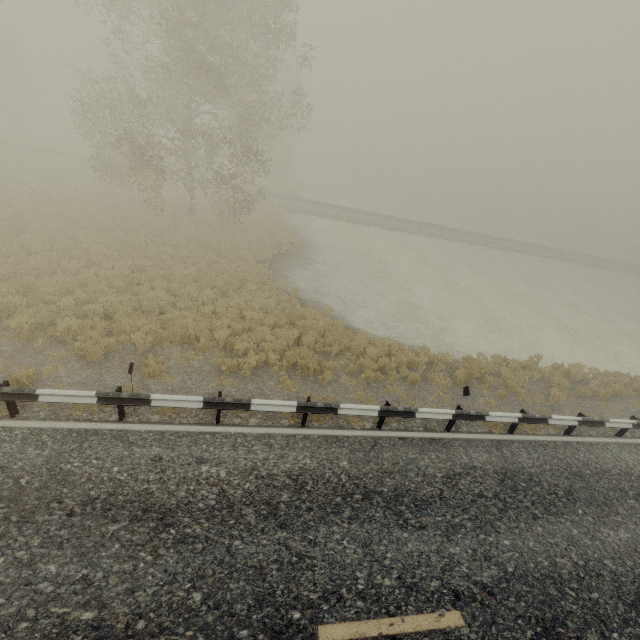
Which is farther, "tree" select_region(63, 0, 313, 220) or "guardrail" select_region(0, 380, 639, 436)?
"tree" select_region(63, 0, 313, 220)

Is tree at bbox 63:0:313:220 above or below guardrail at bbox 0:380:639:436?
above

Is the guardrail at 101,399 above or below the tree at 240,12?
below

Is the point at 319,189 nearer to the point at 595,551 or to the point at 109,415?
the point at 109,415

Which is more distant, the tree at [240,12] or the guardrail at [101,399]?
the tree at [240,12]
